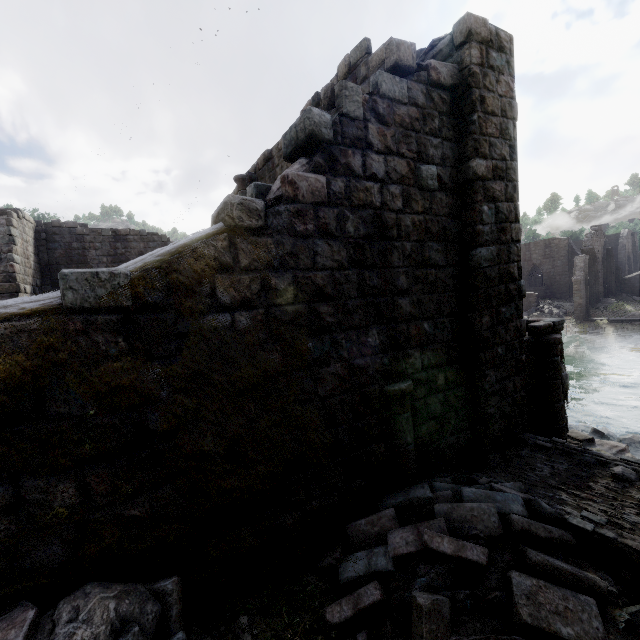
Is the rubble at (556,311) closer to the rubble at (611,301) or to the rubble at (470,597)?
the rubble at (611,301)

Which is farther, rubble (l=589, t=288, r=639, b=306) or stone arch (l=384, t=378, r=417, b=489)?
rubble (l=589, t=288, r=639, b=306)

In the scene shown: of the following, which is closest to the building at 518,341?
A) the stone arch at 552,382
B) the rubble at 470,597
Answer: the rubble at 470,597

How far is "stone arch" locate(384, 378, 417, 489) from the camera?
4.73m

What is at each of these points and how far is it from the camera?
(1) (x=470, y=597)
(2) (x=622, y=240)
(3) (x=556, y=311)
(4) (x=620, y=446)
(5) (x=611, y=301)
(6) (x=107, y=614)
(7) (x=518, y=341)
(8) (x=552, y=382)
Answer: (1) rubble, 3.08m
(2) building, 37.81m
(3) rubble, 30.48m
(4) rubble, 9.45m
(5) rubble, 30.50m
(6) rubble, 2.46m
(7) building, 6.02m
(8) stone arch, 7.00m

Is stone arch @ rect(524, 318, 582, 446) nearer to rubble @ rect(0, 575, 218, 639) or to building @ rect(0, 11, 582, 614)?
rubble @ rect(0, 575, 218, 639)

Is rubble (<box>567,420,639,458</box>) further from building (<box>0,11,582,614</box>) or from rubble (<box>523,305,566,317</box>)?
rubble (<box>523,305,566,317</box>)

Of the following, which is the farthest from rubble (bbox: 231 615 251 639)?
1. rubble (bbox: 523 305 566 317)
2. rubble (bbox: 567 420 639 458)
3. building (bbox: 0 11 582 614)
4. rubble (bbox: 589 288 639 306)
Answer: rubble (bbox: 589 288 639 306)
